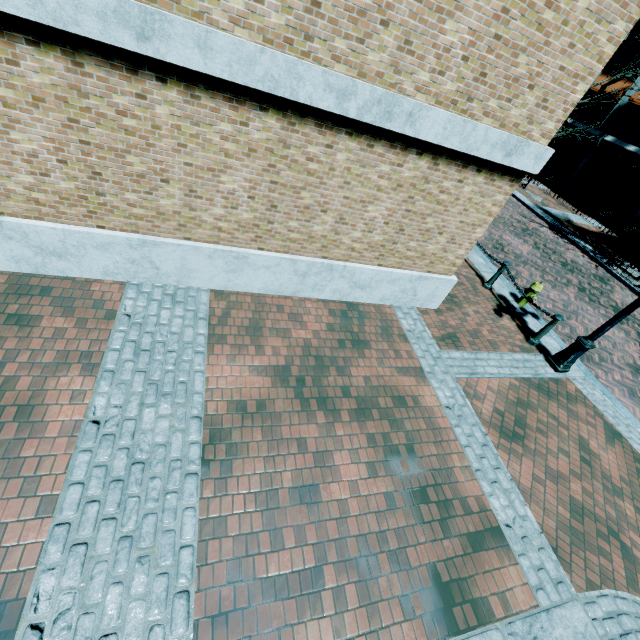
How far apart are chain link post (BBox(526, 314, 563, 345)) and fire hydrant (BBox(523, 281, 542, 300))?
1.26m

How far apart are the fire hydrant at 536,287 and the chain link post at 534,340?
1.3m

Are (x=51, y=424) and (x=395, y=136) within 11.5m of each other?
yes

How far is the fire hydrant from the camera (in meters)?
8.23

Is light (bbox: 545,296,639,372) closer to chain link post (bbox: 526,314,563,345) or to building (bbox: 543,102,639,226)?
chain link post (bbox: 526,314,563,345)

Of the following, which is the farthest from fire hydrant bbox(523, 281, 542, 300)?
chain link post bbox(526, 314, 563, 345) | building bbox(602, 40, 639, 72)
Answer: building bbox(602, 40, 639, 72)

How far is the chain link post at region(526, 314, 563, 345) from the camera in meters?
7.0 m

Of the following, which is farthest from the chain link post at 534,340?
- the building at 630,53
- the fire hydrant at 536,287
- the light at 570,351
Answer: the building at 630,53
